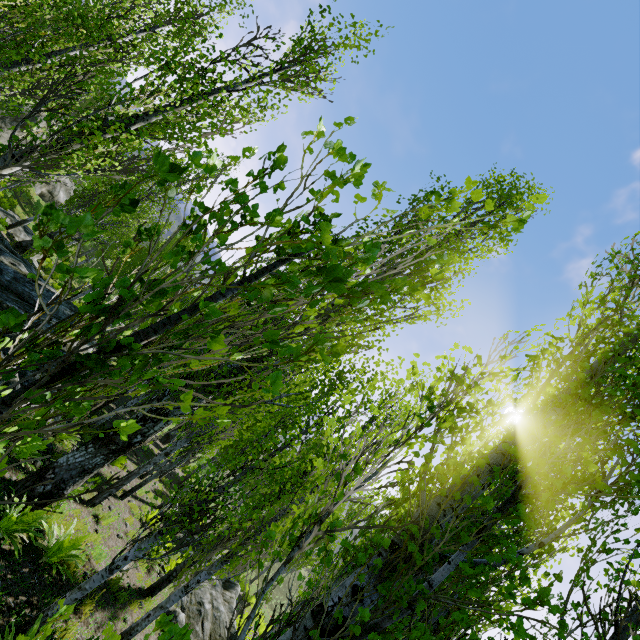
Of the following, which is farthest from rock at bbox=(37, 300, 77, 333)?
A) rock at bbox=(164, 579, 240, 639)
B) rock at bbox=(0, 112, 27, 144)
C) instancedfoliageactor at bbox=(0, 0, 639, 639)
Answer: rock at bbox=(0, 112, 27, 144)

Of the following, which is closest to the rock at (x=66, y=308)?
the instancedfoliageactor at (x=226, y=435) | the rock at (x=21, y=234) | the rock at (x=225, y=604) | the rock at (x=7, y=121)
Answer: the instancedfoliageactor at (x=226, y=435)

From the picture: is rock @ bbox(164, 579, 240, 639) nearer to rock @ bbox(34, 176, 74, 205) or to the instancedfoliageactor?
the instancedfoliageactor

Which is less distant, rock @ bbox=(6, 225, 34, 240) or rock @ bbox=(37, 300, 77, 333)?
rock @ bbox=(37, 300, 77, 333)

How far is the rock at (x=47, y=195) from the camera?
32.62m

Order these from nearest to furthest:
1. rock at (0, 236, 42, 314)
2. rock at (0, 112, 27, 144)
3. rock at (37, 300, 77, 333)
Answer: rock at (0, 236, 42, 314)
rock at (37, 300, 77, 333)
rock at (0, 112, 27, 144)

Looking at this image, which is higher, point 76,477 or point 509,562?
point 509,562

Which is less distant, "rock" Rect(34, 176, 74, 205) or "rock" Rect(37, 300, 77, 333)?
"rock" Rect(37, 300, 77, 333)
